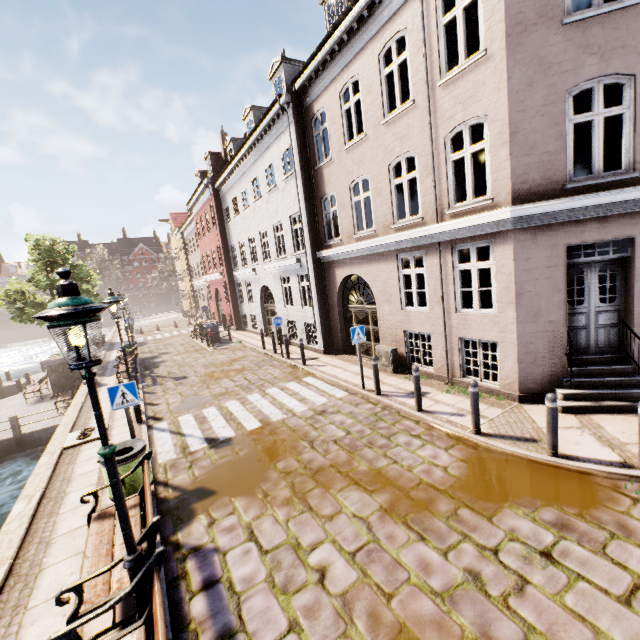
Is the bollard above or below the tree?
below

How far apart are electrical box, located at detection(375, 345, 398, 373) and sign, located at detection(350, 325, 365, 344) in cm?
150

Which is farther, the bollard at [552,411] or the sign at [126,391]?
the sign at [126,391]

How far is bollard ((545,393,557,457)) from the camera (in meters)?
5.31

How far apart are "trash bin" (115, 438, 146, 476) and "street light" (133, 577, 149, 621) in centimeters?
251cm

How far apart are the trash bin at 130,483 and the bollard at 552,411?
6.9 meters

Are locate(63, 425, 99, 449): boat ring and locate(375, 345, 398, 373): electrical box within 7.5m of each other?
no

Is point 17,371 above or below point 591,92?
below
